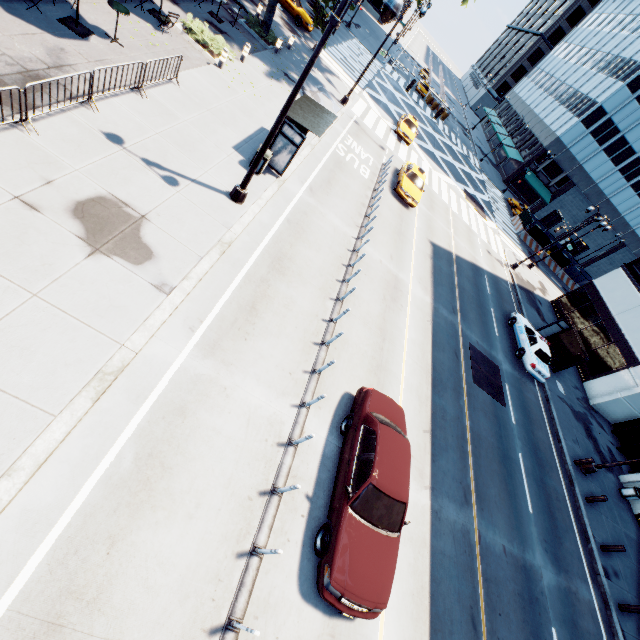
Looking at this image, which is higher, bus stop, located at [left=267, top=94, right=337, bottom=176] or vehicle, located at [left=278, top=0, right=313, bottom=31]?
bus stop, located at [left=267, top=94, right=337, bottom=176]

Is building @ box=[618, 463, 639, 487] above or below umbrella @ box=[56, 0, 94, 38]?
above

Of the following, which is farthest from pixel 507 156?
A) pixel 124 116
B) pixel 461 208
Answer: pixel 124 116

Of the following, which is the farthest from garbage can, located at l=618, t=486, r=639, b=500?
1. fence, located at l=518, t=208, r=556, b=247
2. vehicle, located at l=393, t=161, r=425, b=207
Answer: fence, located at l=518, t=208, r=556, b=247

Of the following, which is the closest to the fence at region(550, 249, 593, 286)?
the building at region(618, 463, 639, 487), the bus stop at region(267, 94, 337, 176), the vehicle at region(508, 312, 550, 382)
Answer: the building at region(618, 463, 639, 487)

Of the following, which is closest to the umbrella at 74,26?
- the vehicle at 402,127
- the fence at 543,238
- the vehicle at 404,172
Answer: the vehicle at 404,172

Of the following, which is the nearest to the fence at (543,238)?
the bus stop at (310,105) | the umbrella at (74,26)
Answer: the bus stop at (310,105)

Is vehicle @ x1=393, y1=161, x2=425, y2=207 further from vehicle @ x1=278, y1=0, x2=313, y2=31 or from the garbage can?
the garbage can
